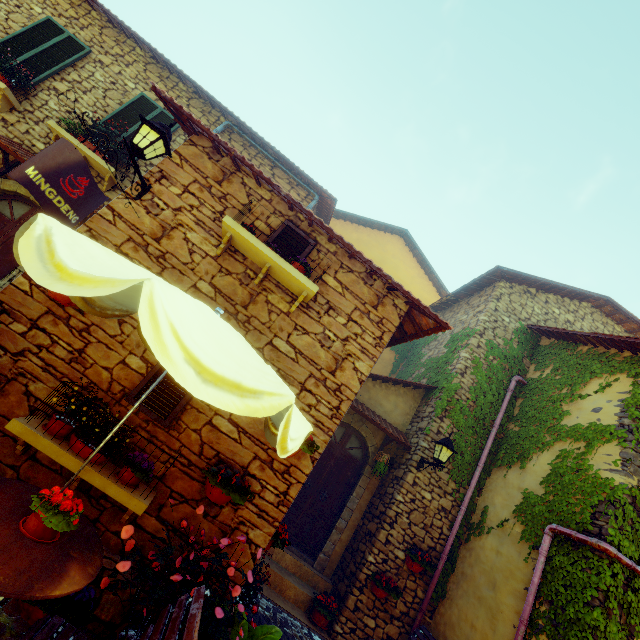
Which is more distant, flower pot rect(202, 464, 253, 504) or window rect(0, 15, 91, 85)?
window rect(0, 15, 91, 85)

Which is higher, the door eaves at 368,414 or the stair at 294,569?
the door eaves at 368,414

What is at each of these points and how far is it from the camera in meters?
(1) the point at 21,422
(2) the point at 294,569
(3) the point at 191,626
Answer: (1) window sill, 3.1 m
(2) stair, 6.7 m
(3) chair, 2.1 m

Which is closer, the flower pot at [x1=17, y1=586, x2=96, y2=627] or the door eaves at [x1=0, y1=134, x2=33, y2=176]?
→ the flower pot at [x1=17, y1=586, x2=96, y2=627]

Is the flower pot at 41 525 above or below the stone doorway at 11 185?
below

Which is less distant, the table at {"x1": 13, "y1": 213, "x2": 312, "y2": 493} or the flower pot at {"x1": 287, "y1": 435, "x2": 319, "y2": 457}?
the table at {"x1": 13, "y1": 213, "x2": 312, "y2": 493}

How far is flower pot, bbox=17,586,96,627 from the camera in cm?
265

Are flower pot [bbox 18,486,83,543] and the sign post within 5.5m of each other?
yes
